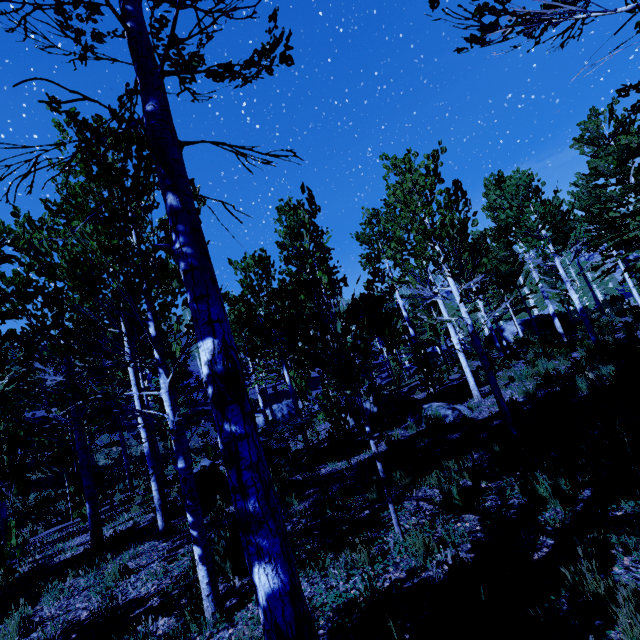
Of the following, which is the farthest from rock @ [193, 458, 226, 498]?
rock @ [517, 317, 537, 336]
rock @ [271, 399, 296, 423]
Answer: rock @ [517, 317, 537, 336]

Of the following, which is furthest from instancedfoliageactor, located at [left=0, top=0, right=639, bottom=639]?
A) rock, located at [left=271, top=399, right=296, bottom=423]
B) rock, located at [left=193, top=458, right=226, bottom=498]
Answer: rock, located at [left=271, top=399, right=296, bottom=423]

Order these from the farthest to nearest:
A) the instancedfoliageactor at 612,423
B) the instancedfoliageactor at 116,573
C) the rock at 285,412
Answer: the rock at 285,412
the instancedfoliageactor at 116,573
the instancedfoliageactor at 612,423

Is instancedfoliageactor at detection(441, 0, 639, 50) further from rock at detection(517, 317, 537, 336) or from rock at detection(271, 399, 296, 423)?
rock at detection(271, 399, 296, 423)

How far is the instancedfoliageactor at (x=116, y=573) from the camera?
4.97m

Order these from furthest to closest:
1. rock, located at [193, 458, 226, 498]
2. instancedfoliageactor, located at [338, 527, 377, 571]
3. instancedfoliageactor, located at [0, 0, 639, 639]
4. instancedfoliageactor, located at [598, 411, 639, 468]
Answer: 1. rock, located at [193, 458, 226, 498]
2. instancedfoliageactor, located at [598, 411, 639, 468]
3. instancedfoliageactor, located at [338, 527, 377, 571]
4. instancedfoliageactor, located at [0, 0, 639, 639]

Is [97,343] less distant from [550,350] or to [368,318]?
[368,318]

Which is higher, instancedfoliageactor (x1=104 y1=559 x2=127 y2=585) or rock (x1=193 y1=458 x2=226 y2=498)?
rock (x1=193 y1=458 x2=226 y2=498)
